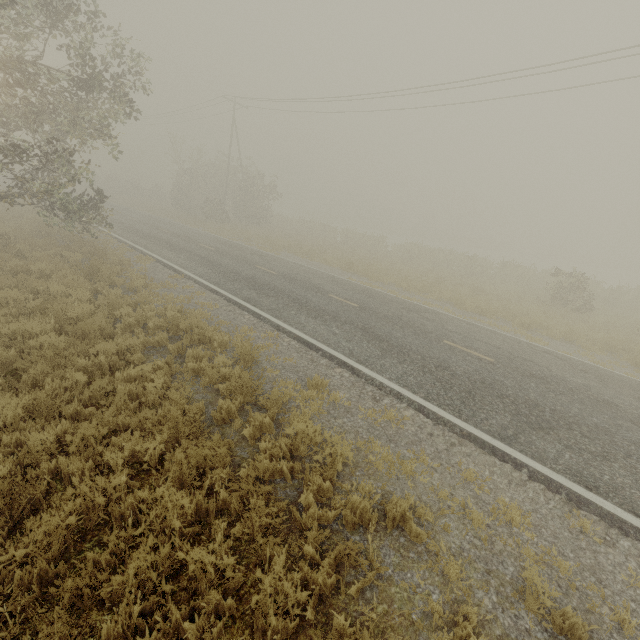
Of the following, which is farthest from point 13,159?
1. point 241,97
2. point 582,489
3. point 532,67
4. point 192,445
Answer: point 241,97
